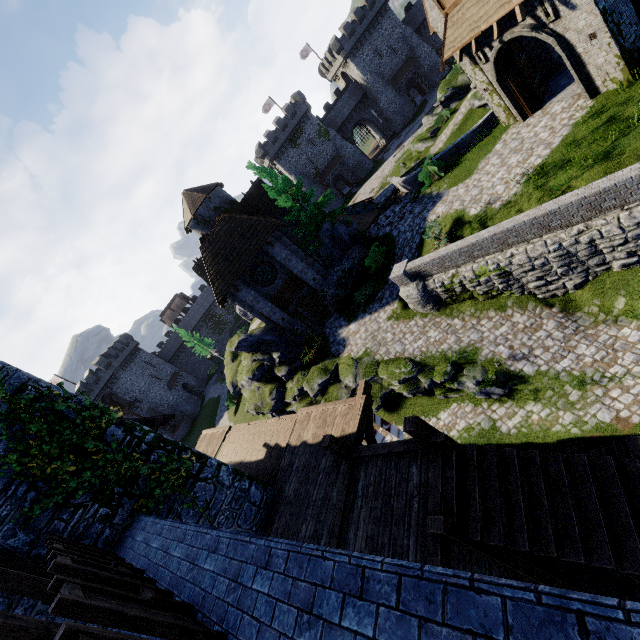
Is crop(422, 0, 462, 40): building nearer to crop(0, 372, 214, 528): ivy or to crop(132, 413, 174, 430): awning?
crop(0, 372, 214, 528): ivy

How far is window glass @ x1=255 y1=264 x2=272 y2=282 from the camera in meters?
23.2

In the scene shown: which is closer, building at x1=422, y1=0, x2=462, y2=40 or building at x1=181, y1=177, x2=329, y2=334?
building at x1=422, y1=0, x2=462, y2=40

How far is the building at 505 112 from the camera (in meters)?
15.21

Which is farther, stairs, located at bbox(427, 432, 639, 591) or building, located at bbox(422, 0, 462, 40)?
building, located at bbox(422, 0, 462, 40)

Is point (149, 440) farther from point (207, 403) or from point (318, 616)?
point (207, 403)

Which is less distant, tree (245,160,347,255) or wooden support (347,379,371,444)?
wooden support (347,379,371,444)

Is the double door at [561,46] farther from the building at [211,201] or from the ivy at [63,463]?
the ivy at [63,463]
